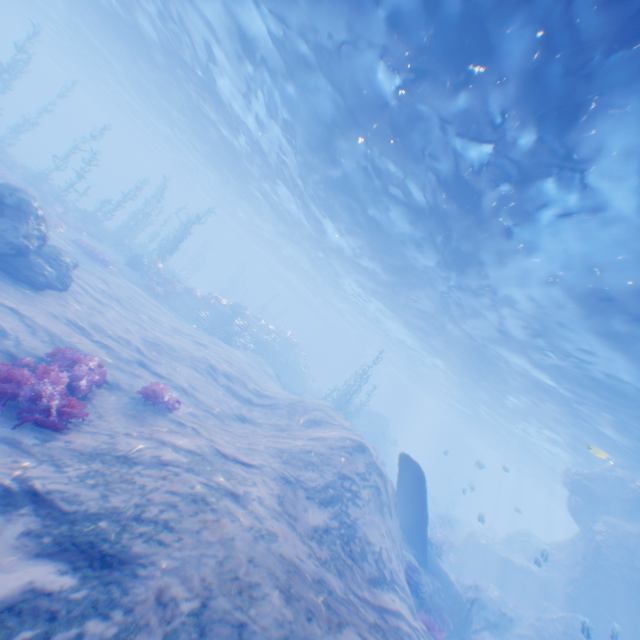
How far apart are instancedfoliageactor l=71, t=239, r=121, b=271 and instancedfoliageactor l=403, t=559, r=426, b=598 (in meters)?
21.49

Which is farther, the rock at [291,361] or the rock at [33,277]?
the rock at [291,361]

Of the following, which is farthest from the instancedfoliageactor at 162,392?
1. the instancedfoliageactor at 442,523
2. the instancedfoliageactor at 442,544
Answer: the instancedfoliageactor at 442,523

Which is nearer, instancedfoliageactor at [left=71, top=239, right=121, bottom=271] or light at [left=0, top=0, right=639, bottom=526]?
light at [left=0, top=0, right=639, bottom=526]

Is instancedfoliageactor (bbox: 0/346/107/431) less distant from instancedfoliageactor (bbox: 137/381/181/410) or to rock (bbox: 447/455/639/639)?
instancedfoliageactor (bbox: 137/381/181/410)

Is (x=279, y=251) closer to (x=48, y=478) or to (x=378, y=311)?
(x=378, y=311)

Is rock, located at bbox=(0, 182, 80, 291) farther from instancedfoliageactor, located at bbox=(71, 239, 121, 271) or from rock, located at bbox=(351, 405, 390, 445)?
rock, located at bbox=(351, 405, 390, 445)

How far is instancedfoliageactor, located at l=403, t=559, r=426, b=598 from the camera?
10.9 meters
